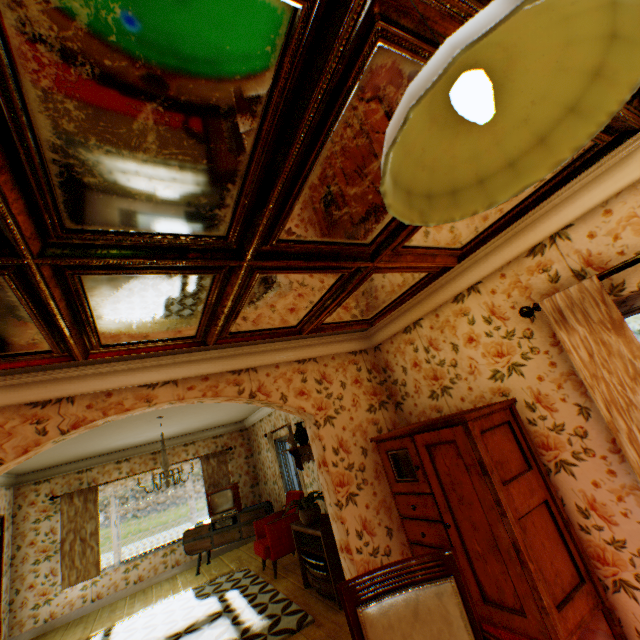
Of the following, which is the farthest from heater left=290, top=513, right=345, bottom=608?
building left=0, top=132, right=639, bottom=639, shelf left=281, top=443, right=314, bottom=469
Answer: shelf left=281, top=443, right=314, bottom=469

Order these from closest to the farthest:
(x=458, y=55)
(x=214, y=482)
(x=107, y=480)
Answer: (x=458, y=55), (x=107, y=480), (x=214, y=482)

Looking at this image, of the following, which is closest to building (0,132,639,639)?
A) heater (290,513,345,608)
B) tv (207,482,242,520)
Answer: heater (290,513,345,608)

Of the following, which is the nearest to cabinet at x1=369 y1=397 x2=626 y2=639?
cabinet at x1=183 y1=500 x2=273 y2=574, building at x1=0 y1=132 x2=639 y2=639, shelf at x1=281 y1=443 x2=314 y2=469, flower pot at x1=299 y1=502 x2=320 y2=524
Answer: building at x1=0 y1=132 x2=639 y2=639

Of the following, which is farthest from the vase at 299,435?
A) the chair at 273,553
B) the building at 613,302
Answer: the chair at 273,553

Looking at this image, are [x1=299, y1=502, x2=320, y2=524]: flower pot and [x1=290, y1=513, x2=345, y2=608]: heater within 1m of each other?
yes

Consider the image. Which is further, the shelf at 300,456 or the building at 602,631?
the shelf at 300,456
